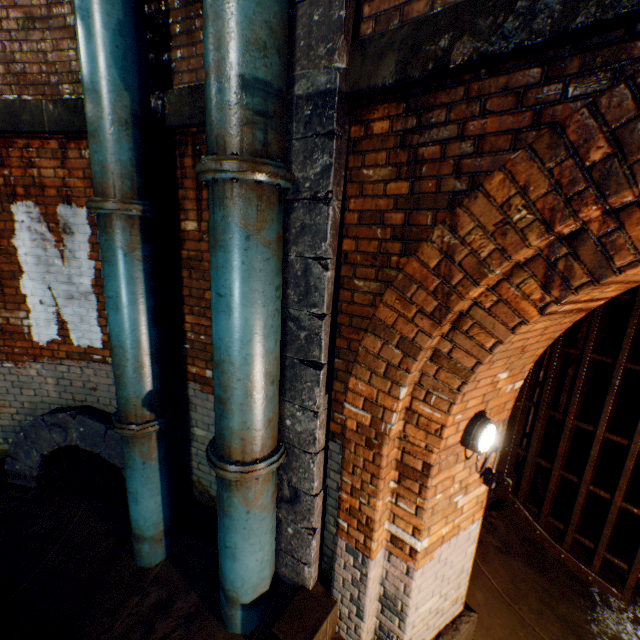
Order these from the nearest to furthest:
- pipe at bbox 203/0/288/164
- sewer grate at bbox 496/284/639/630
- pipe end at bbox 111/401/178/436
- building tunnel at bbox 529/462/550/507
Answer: pipe at bbox 203/0/288/164 → pipe end at bbox 111/401/178/436 → sewer grate at bbox 496/284/639/630 → building tunnel at bbox 529/462/550/507

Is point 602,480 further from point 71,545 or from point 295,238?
point 71,545

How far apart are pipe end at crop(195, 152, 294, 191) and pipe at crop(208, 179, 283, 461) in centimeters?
1cm

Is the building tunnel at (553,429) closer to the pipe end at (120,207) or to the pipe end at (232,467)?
the pipe end at (232,467)

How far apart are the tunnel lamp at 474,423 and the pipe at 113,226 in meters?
2.7

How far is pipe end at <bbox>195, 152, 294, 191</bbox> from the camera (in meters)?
1.90

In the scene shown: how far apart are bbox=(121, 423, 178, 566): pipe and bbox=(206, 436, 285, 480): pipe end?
0.74m

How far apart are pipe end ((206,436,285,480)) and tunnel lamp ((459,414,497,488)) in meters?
1.4
